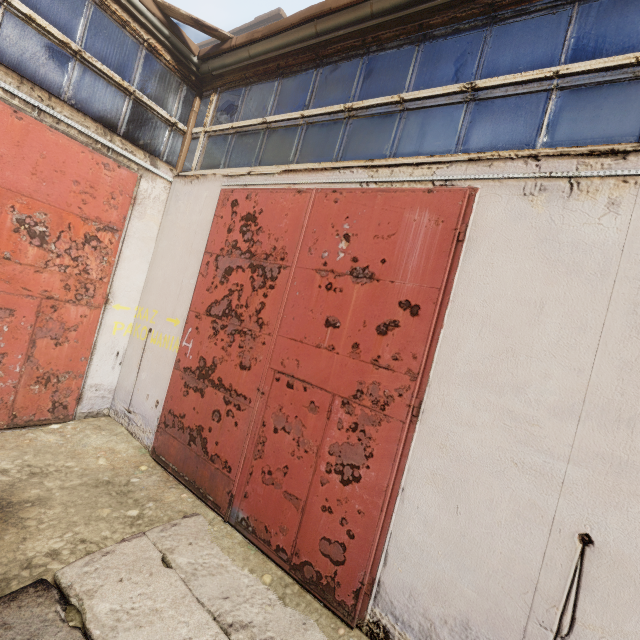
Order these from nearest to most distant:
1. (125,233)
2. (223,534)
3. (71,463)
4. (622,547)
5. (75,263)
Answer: (622,547), (223,534), (71,463), (75,263), (125,233)
